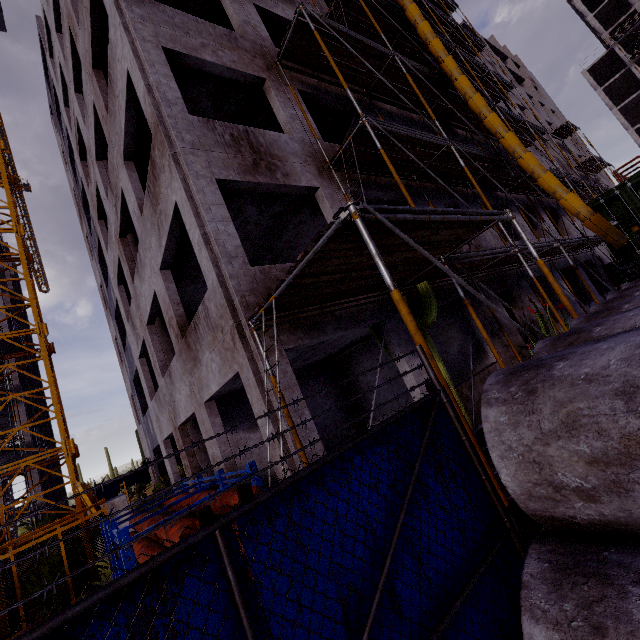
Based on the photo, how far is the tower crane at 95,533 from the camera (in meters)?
10.43

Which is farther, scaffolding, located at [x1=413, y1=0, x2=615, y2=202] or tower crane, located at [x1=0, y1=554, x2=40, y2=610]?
scaffolding, located at [x1=413, y1=0, x2=615, y2=202]

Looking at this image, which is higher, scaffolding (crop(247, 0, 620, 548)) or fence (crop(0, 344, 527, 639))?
scaffolding (crop(247, 0, 620, 548))

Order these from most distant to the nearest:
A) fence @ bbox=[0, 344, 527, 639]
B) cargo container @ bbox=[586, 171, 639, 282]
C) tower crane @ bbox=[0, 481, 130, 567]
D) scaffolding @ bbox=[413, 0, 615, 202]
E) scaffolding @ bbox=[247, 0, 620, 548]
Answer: scaffolding @ bbox=[413, 0, 615, 202], cargo container @ bbox=[586, 171, 639, 282], tower crane @ bbox=[0, 481, 130, 567], scaffolding @ bbox=[247, 0, 620, 548], fence @ bbox=[0, 344, 527, 639]

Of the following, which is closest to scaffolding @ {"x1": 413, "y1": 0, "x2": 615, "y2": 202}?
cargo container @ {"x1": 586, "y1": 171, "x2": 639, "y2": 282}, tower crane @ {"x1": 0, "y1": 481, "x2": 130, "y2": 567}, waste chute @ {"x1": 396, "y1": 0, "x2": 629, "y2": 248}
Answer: waste chute @ {"x1": 396, "y1": 0, "x2": 629, "y2": 248}

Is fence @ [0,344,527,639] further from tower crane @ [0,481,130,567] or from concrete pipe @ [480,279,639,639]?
tower crane @ [0,481,130,567]

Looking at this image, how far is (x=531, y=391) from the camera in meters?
2.3 m

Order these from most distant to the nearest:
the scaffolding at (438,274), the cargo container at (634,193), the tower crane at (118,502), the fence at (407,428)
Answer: the cargo container at (634,193) → the tower crane at (118,502) → the scaffolding at (438,274) → the fence at (407,428)
